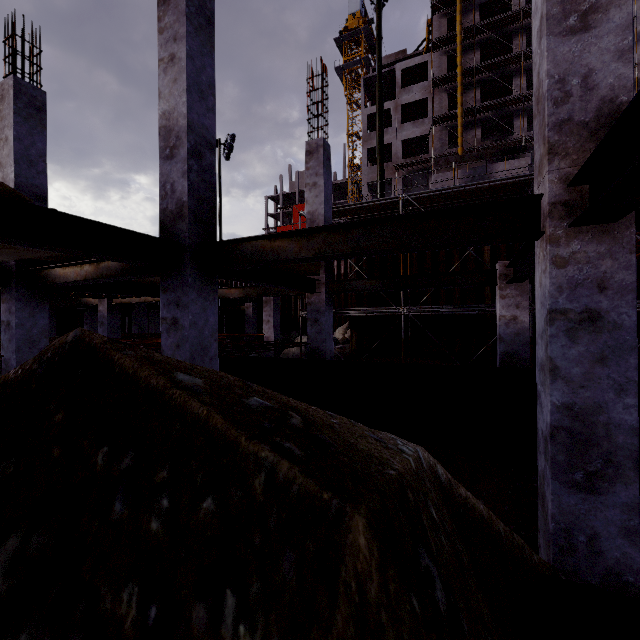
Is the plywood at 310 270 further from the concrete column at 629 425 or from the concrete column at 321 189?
the concrete column at 629 425

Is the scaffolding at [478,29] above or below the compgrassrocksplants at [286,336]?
above

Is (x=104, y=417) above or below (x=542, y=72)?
below

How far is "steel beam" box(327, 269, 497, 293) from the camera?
7.8 meters

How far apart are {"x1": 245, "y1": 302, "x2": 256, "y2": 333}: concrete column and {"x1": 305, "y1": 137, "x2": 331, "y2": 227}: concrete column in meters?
13.2 m

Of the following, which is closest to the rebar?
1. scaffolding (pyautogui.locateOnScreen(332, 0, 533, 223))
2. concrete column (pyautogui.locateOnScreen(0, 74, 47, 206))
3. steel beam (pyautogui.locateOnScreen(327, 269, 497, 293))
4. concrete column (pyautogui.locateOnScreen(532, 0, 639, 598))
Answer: concrete column (pyautogui.locateOnScreen(0, 74, 47, 206))

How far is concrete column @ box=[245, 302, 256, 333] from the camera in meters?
22.5 m

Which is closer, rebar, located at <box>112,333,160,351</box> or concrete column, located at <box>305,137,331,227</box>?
rebar, located at <box>112,333,160,351</box>
